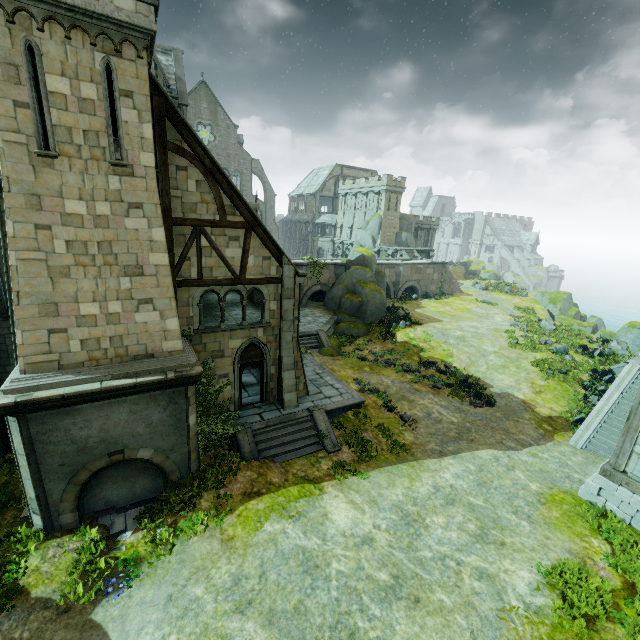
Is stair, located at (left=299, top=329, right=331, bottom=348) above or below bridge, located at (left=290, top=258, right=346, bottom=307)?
below

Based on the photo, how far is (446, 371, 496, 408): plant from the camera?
20.07m

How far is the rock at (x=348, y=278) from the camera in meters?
31.6

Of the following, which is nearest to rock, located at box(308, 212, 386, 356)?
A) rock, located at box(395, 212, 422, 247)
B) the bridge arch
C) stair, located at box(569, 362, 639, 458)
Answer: the bridge arch

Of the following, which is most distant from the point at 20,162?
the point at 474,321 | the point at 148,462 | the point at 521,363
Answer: the point at 474,321

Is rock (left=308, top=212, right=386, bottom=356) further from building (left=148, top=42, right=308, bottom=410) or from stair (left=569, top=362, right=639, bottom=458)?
stair (left=569, top=362, right=639, bottom=458)

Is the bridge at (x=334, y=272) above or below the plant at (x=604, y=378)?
above

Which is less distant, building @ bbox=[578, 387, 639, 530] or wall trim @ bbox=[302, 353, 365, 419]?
building @ bbox=[578, 387, 639, 530]
